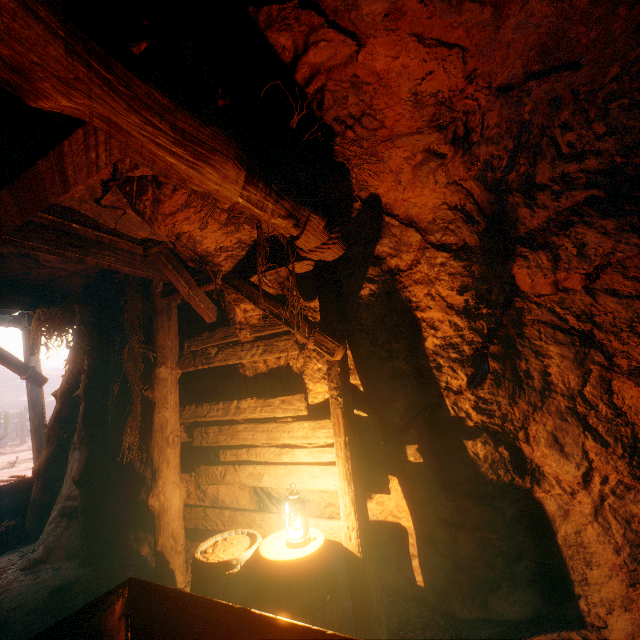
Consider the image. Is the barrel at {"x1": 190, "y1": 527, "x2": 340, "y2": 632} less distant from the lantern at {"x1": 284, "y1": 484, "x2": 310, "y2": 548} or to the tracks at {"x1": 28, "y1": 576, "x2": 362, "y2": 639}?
the lantern at {"x1": 284, "y1": 484, "x2": 310, "y2": 548}

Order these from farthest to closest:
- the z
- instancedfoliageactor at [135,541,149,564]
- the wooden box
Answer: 1. the wooden box
2. instancedfoliageactor at [135,541,149,564]
3. the z

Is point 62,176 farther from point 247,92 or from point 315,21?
point 315,21

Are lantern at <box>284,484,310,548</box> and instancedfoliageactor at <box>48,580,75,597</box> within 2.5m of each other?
no

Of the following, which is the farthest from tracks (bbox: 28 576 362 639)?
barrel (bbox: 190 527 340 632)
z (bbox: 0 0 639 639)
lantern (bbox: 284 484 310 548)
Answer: lantern (bbox: 284 484 310 548)

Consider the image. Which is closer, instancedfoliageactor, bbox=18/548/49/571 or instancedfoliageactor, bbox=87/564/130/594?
instancedfoliageactor, bbox=87/564/130/594

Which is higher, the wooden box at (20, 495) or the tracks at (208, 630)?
the tracks at (208, 630)

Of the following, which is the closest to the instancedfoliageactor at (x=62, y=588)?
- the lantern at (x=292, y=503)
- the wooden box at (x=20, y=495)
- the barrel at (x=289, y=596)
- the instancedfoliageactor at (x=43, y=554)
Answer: the instancedfoliageactor at (x=43, y=554)
